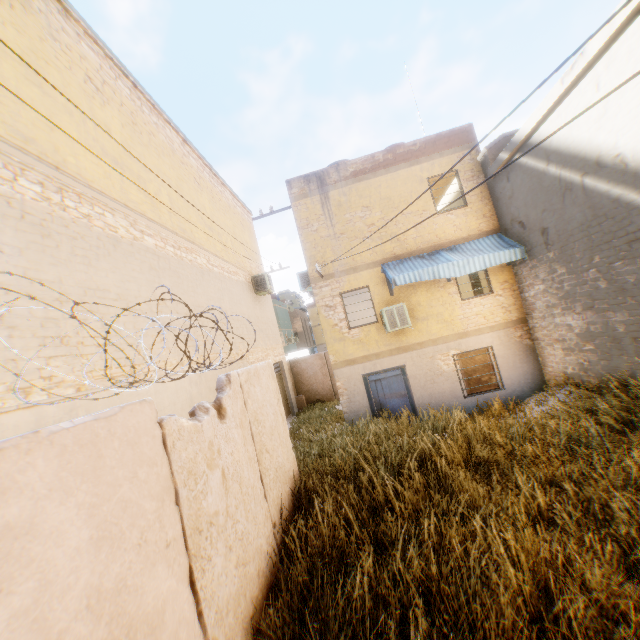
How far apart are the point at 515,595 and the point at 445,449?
2.79m

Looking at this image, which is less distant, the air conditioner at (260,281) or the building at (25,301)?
the building at (25,301)

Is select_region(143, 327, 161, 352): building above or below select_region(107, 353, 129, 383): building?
above

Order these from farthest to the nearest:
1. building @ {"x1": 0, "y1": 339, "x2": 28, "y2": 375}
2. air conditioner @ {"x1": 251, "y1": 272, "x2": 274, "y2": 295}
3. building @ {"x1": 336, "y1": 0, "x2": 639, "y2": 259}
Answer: air conditioner @ {"x1": 251, "y1": 272, "x2": 274, "y2": 295} → building @ {"x1": 336, "y1": 0, "x2": 639, "y2": 259} → building @ {"x1": 0, "y1": 339, "x2": 28, "y2": 375}

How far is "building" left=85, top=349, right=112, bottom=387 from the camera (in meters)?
4.72

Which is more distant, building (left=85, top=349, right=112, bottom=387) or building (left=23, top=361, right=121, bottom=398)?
building (left=85, top=349, right=112, bottom=387)
